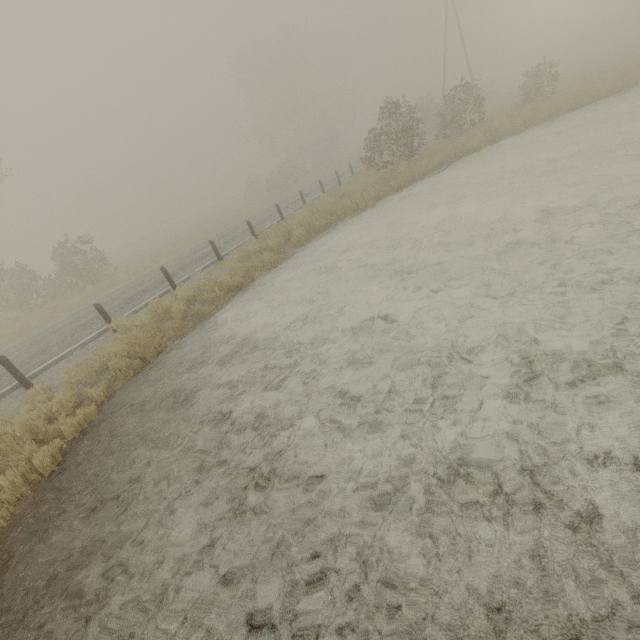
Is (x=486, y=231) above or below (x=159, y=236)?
below

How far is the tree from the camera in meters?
40.8

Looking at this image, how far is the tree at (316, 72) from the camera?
40.8m
